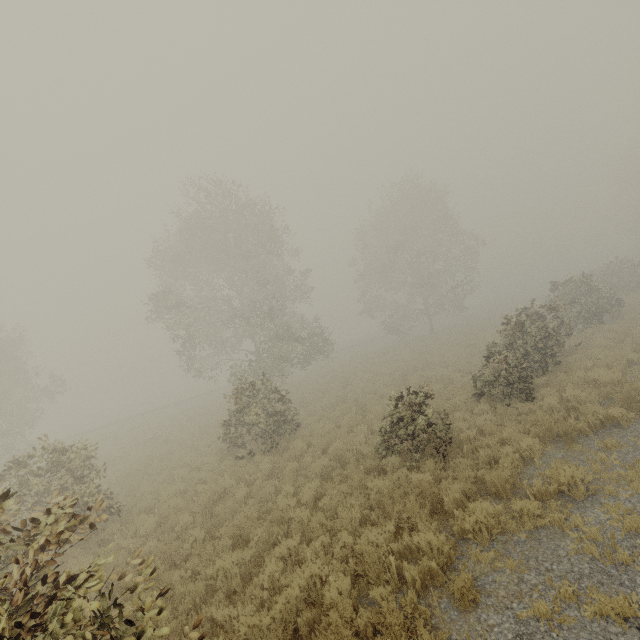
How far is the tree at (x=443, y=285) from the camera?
33.56m

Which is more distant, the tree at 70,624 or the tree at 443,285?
the tree at 443,285

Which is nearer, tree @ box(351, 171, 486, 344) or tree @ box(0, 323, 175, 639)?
tree @ box(0, 323, 175, 639)

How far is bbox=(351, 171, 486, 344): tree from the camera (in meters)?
33.56

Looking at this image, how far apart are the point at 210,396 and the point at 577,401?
38.0 meters
